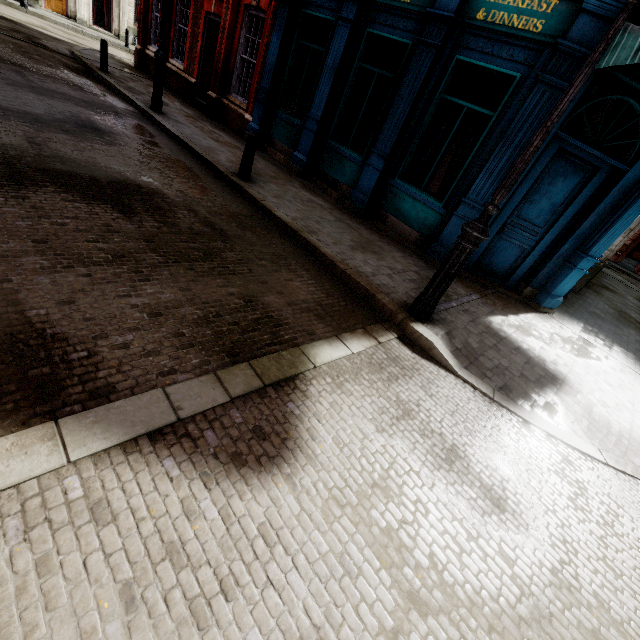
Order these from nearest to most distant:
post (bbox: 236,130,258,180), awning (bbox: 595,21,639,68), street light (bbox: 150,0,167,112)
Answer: awning (bbox: 595,21,639,68) < post (bbox: 236,130,258,180) < street light (bbox: 150,0,167,112)

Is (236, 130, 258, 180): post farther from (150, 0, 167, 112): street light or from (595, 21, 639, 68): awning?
(595, 21, 639, 68): awning

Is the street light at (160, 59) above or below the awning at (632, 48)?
below

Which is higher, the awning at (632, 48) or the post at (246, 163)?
the awning at (632, 48)

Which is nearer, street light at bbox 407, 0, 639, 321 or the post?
street light at bbox 407, 0, 639, 321

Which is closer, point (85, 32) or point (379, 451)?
point (379, 451)

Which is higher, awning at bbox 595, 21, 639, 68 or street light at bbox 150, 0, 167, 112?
awning at bbox 595, 21, 639, 68

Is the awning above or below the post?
above
